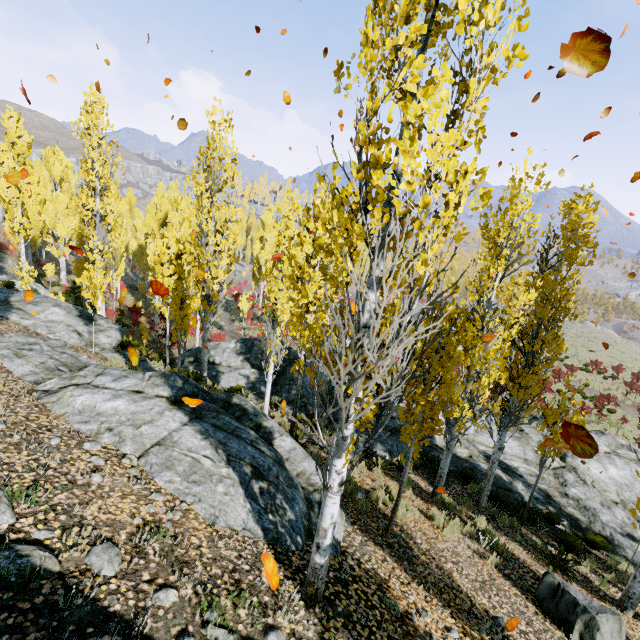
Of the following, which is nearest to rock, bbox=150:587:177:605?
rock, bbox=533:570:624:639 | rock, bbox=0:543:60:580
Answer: rock, bbox=0:543:60:580

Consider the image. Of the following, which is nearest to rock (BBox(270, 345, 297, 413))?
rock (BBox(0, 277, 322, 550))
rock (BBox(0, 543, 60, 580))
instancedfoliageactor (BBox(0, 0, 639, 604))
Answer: instancedfoliageactor (BBox(0, 0, 639, 604))

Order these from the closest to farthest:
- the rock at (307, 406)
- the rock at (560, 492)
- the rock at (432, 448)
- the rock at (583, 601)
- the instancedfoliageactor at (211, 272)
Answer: the instancedfoliageactor at (211, 272), the rock at (583, 601), the rock at (560, 492), the rock at (432, 448), the rock at (307, 406)

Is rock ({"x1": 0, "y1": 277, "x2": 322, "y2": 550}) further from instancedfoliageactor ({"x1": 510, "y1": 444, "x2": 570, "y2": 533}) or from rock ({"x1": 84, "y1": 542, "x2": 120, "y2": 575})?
rock ({"x1": 84, "y1": 542, "x2": 120, "y2": 575})

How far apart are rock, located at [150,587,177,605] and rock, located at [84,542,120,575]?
0.4 meters

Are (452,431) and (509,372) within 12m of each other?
yes

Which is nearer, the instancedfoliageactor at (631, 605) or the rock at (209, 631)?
the rock at (209, 631)

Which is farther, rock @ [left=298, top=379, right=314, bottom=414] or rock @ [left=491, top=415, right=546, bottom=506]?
rock @ [left=298, top=379, right=314, bottom=414]
